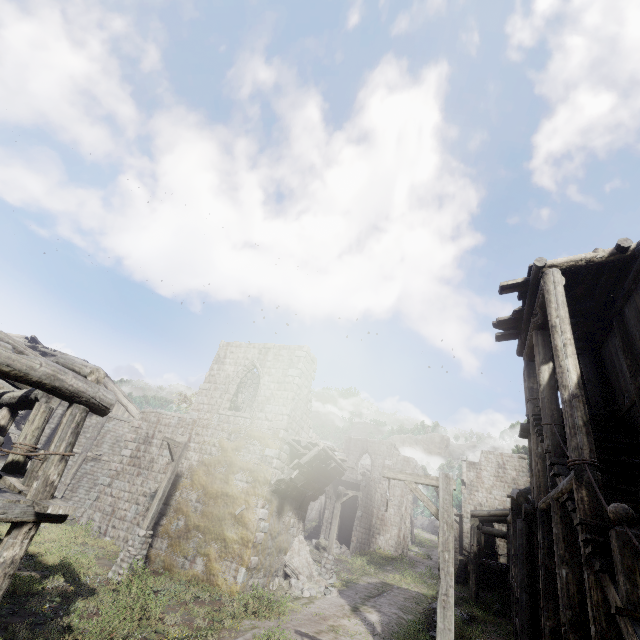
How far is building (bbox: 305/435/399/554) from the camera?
30.1 meters

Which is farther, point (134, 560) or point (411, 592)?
point (411, 592)

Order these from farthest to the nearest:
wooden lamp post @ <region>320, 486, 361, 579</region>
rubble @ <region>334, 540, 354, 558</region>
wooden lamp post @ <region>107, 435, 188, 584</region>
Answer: rubble @ <region>334, 540, 354, 558</region>, wooden lamp post @ <region>320, 486, 361, 579</region>, wooden lamp post @ <region>107, 435, 188, 584</region>

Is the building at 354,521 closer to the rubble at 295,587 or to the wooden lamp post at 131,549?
the rubble at 295,587

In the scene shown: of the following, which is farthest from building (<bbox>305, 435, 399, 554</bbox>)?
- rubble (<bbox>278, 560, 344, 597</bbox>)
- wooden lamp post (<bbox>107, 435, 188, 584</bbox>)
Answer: wooden lamp post (<bbox>107, 435, 188, 584</bbox>)

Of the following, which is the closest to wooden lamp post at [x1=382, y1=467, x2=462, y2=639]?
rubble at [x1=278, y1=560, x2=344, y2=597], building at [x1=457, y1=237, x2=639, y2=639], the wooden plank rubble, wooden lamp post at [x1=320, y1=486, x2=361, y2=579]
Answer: building at [x1=457, y1=237, x2=639, y2=639]

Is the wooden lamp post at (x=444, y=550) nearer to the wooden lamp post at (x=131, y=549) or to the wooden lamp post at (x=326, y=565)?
the wooden lamp post at (x=131, y=549)

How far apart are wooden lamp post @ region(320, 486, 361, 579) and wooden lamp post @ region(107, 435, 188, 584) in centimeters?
948cm
